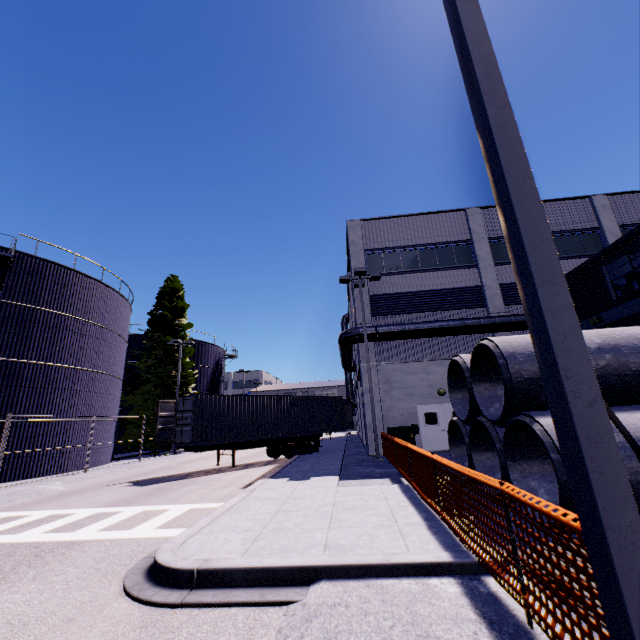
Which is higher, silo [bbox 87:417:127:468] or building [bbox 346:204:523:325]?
building [bbox 346:204:523:325]

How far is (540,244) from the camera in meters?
1.9

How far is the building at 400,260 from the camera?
19.8m

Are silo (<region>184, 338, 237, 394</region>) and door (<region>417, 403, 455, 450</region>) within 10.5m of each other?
no

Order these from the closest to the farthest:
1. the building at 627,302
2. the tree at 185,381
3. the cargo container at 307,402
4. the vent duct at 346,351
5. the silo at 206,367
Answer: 1. the building at 627,302
2. the cargo container at 307,402
3. the vent duct at 346,351
4. the tree at 185,381
5. the silo at 206,367

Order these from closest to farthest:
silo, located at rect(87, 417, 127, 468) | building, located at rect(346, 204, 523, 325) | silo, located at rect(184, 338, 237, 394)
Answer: building, located at rect(346, 204, 523, 325), silo, located at rect(87, 417, 127, 468), silo, located at rect(184, 338, 237, 394)

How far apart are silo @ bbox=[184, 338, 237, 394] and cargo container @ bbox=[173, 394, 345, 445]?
20.0 meters

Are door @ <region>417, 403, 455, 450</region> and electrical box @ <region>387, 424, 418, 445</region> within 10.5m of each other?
yes
